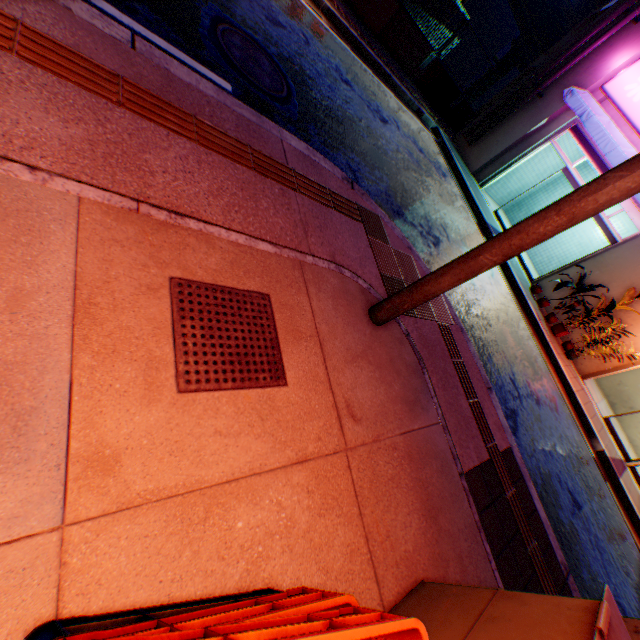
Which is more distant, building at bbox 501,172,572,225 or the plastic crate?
building at bbox 501,172,572,225

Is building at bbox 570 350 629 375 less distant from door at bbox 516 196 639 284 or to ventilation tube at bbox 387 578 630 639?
door at bbox 516 196 639 284

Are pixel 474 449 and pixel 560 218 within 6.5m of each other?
yes

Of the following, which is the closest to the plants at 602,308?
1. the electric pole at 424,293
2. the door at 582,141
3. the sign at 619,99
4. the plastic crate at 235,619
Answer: the door at 582,141

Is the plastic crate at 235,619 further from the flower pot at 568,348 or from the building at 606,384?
the building at 606,384

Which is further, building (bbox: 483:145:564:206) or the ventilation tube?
building (bbox: 483:145:564:206)

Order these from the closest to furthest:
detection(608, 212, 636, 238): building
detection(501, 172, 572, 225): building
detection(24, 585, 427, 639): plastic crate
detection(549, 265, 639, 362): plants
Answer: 1. detection(24, 585, 427, 639): plastic crate
2. detection(549, 265, 639, 362): plants
3. detection(608, 212, 636, 238): building
4. detection(501, 172, 572, 225): building

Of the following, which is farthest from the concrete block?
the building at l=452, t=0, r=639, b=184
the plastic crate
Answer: the plastic crate
